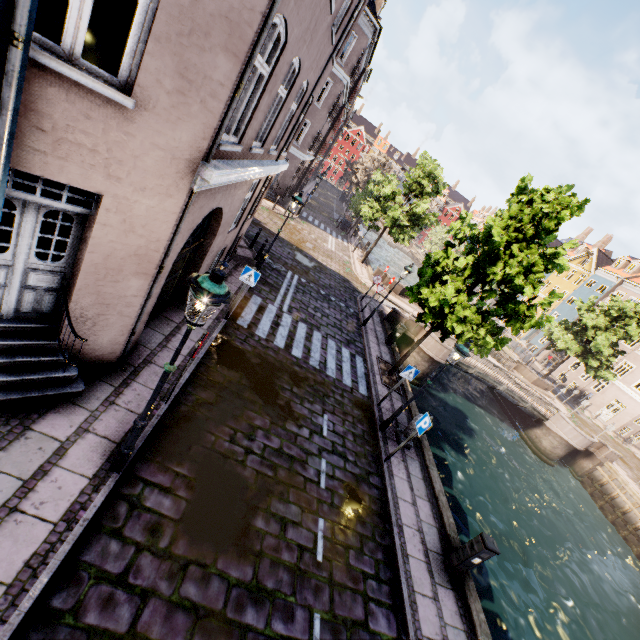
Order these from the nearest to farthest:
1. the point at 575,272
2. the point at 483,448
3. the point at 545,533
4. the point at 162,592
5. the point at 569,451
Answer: the point at 162,592, the point at 545,533, the point at 483,448, the point at 569,451, the point at 575,272

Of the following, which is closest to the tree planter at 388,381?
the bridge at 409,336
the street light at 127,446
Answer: the bridge at 409,336

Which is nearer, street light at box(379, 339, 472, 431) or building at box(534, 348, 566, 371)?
street light at box(379, 339, 472, 431)

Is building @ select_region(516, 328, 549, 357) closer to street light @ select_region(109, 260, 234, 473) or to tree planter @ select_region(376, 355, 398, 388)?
tree planter @ select_region(376, 355, 398, 388)

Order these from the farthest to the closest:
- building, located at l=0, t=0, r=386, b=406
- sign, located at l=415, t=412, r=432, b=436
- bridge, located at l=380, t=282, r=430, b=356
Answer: bridge, located at l=380, t=282, r=430, b=356 < sign, located at l=415, t=412, r=432, b=436 < building, located at l=0, t=0, r=386, b=406

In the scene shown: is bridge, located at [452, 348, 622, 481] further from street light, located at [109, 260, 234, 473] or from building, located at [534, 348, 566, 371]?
street light, located at [109, 260, 234, 473]

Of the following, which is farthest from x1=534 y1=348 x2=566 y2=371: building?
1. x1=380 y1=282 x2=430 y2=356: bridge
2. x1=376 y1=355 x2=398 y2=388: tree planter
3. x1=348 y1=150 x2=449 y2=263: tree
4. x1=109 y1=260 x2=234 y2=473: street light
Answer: x1=109 y1=260 x2=234 y2=473: street light

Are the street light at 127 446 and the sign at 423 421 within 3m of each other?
no
